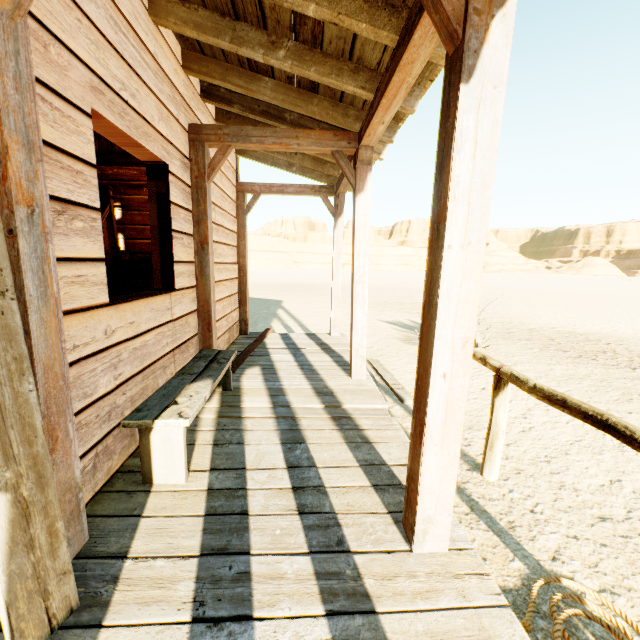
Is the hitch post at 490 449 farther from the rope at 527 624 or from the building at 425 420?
the building at 425 420

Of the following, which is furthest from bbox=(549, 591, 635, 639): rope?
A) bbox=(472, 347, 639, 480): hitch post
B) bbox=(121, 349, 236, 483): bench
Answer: bbox=(121, 349, 236, 483): bench

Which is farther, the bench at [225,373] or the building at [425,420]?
the bench at [225,373]

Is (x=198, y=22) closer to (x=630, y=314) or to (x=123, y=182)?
(x=123, y=182)

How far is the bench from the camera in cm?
192

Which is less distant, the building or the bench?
the building

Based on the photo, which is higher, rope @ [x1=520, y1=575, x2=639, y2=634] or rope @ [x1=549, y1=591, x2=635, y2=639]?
rope @ [x1=549, y1=591, x2=635, y2=639]

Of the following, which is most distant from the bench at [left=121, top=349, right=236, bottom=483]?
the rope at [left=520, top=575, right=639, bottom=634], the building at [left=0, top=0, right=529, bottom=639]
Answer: the rope at [left=520, top=575, right=639, bottom=634]
